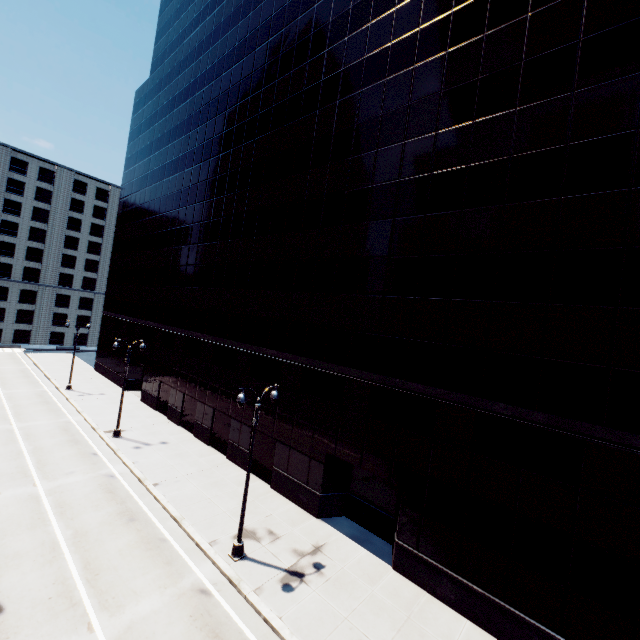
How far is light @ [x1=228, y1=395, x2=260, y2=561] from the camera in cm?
Result: 1392

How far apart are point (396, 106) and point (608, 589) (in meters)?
21.58

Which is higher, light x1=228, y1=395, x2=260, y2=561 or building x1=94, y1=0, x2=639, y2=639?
building x1=94, y1=0, x2=639, y2=639

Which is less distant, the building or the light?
the building

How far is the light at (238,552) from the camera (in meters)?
13.92

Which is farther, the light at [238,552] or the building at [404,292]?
the light at [238,552]
